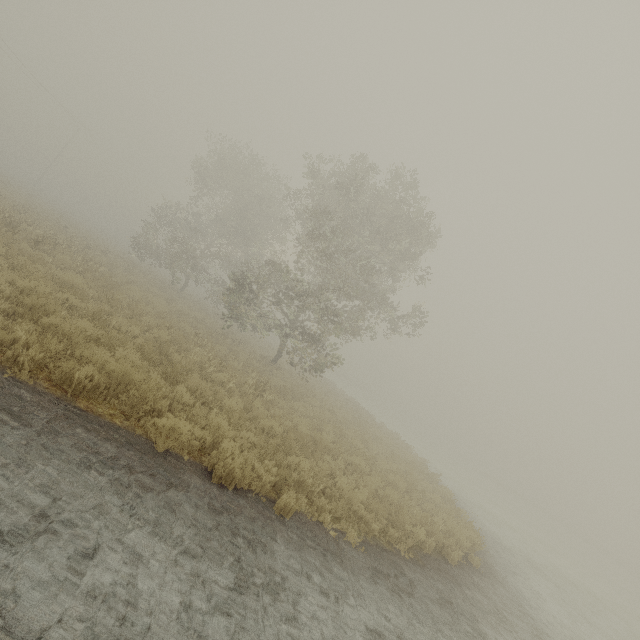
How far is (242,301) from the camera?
16.97m
